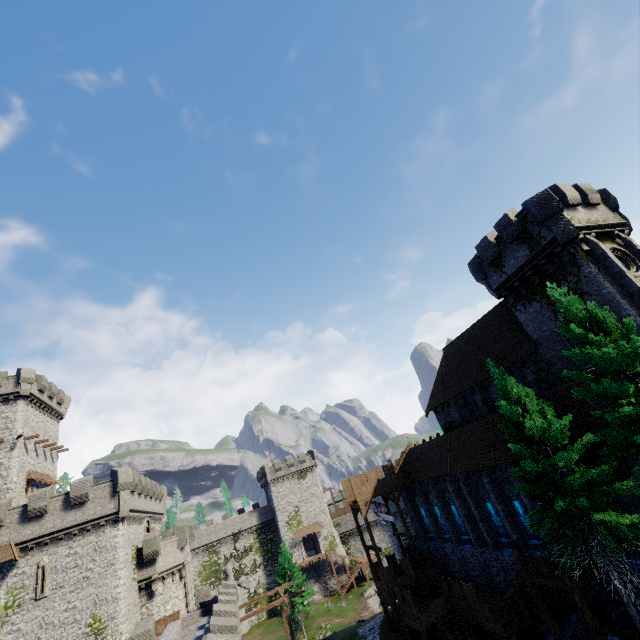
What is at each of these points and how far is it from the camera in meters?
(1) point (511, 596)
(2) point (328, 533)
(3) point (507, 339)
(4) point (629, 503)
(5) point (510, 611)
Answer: (1) stairs, 21.2 m
(2) building, 59.6 m
(3) building, 26.1 m
(4) building, 16.7 m
(5) walkway, 22.3 m

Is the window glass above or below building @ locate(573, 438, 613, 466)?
below

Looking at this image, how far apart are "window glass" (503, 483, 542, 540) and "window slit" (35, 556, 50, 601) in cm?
3631

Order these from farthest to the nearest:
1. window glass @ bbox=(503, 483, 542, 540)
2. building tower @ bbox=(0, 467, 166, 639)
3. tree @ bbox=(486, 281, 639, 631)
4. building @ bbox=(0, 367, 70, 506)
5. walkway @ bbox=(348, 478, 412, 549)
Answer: building @ bbox=(0, 367, 70, 506), walkway @ bbox=(348, 478, 412, 549), building tower @ bbox=(0, 467, 166, 639), window glass @ bbox=(503, 483, 542, 540), tree @ bbox=(486, 281, 639, 631)

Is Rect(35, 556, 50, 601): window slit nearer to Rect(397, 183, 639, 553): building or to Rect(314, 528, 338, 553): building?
Rect(397, 183, 639, 553): building

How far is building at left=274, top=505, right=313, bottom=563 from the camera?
56.84m

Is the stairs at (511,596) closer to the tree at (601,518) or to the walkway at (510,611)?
the walkway at (510,611)

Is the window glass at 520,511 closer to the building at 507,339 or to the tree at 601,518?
the building at 507,339
